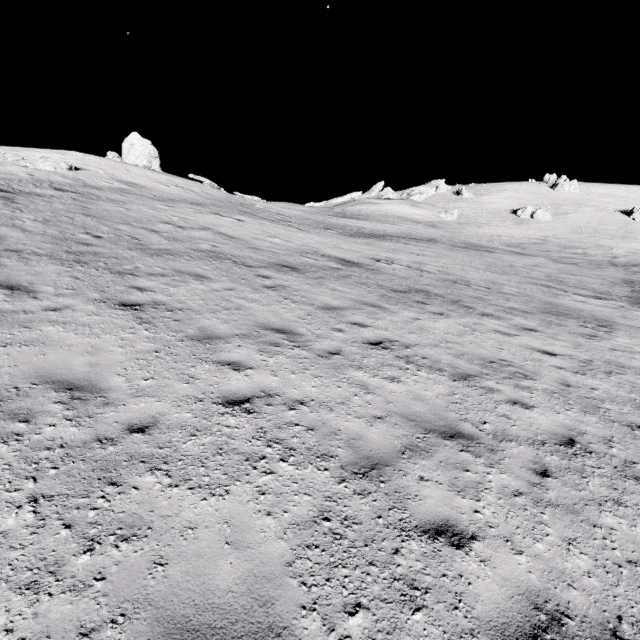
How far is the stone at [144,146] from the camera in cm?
3072

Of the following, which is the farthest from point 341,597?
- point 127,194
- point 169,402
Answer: point 127,194

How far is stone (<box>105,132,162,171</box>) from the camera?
30.7m
